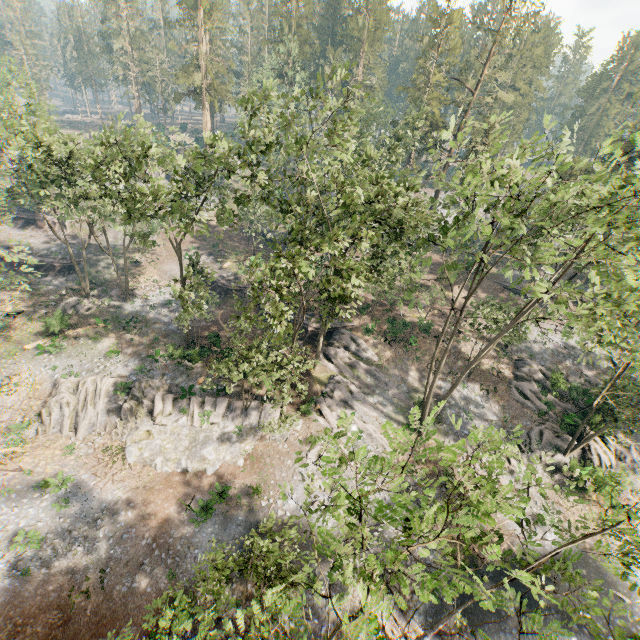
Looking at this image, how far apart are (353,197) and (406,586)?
18.5m

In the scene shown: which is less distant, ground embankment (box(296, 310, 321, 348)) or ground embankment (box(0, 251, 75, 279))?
ground embankment (box(296, 310, 321, 348))

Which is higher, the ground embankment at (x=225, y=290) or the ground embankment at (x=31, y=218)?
the ground embankment at (x=31, y=218)

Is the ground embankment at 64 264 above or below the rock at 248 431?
above

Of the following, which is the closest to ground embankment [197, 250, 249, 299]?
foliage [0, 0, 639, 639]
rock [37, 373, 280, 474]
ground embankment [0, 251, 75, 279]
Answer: rock [37, 373, 280, 474]

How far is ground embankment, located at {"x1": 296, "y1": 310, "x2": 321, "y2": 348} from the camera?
35.55m

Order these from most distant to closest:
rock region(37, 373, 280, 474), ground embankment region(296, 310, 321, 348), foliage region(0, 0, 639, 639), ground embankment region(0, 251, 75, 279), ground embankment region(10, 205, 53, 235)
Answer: ground embankment region(10, 205, 53, 235), ground embankment region(0, 251, 75, 279), ground embankment region(296, 310, 321, 348), rock region(37, 373, 280, 474), foliage region(0, 0, 639, 639)

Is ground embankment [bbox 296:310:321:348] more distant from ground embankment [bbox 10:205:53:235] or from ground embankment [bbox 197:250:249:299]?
ground embankment [bbox 10:205:53:235]
